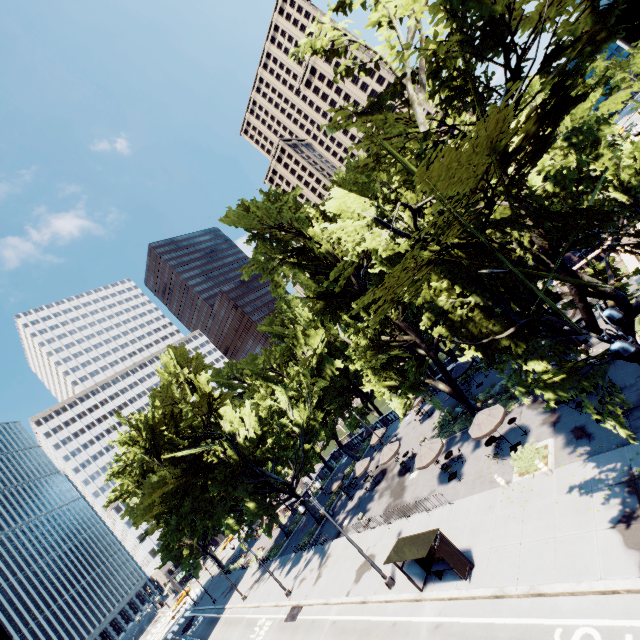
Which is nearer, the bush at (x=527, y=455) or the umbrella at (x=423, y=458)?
the bush at (x=527, y=455)

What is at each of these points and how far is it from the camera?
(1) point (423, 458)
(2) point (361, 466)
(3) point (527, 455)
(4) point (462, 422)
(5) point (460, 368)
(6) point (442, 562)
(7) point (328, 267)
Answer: (1) umbrella, 23.0m
(2) umbrella, 33.8m
(3) bush, 17.9m
(4) bush, 27.8m
(5) umbrella, 32.0m
(6) bus stop, 16.4m
(7) tree, 27.2m

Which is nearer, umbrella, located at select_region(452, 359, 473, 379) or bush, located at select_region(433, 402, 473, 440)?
bush, located at select_region(433, 402, 473, 440)

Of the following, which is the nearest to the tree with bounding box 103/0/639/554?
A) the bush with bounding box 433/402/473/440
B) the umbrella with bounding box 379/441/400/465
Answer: the bush with bounding box 433/402/473/440

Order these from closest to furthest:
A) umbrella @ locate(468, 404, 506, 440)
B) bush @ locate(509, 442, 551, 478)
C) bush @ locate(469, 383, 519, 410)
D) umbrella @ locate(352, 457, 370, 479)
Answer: bush @ locate(509, 442, 551, 478) → umbrella @ locate(468, 404, 506, 440) → bush @ locate(469, 383, 519, 410) → umbrella @ locate(352, 457, 370, 479)

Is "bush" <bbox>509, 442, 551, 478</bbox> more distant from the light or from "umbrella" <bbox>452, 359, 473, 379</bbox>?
"umbrella" <bbox>452, 359, 473, 379</bbox>

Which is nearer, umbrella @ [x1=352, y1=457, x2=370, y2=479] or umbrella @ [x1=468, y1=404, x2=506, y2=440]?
umbrella @ [x1=468, y1=404, x2=506, y2=440]

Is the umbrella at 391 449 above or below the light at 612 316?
below
